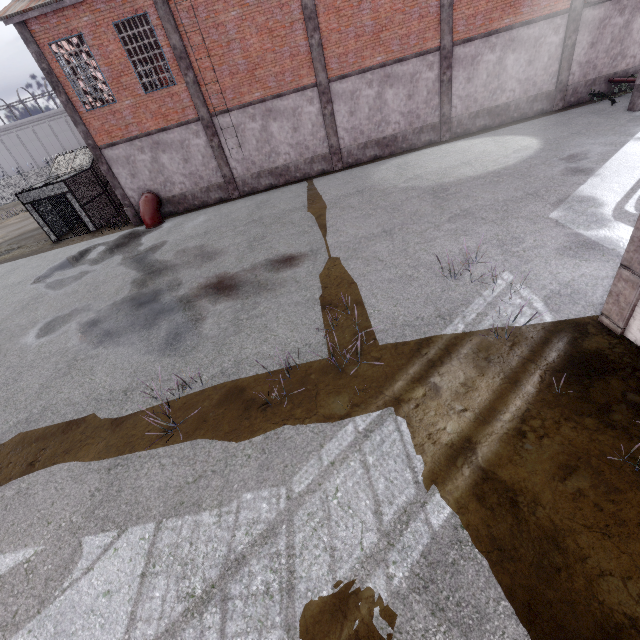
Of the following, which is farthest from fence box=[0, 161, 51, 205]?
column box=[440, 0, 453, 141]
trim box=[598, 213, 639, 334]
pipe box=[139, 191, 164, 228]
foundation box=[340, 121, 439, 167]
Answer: pipe box=[139, 191, 164, 228]

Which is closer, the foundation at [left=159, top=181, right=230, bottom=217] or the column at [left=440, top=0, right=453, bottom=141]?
the column at [left=440, top=0, right=453, bottom=141]

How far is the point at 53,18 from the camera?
13.4 meters

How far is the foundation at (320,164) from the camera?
17.5 meters

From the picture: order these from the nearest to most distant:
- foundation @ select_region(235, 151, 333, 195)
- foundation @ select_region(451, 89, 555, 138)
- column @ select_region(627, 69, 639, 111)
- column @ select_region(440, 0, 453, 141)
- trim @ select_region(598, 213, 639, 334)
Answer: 1. trim @ select_region(598, 213, 639, 334)
2. column @ select_region(627, 69, 639, 111)
3. column @ select_region(440, 0, 453, 141)
4. foundation @ select_region(451, 89, 555, 138)
5. foundation @ select_region(235, 151, 333, 195)

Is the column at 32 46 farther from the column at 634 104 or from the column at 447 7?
the column at 634 104

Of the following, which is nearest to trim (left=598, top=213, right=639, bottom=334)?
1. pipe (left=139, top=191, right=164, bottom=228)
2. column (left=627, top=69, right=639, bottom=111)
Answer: column (left=627, top=69, right=639, bottom=111)

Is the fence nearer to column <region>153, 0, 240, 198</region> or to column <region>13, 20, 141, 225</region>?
column <region>153, 0, 240, 198</region>
